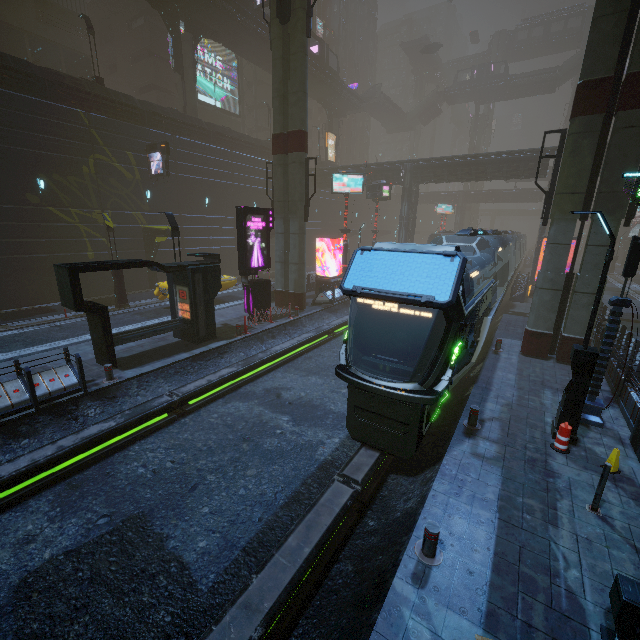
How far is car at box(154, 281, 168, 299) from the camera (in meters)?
19.11

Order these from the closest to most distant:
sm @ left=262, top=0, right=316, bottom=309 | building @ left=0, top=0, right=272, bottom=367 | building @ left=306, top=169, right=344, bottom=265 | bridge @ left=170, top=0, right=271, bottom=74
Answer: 1. building @ left=0, top=0, right=272, bottom=367
2. sm @ left=262, top=0, right=316, bottom=309
3. bridge @ left=170, top=0, right=271, bottom=74
4. building @ left=306, top=169, right=344, bottom=265

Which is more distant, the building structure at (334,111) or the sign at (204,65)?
the building structure at (334,111)

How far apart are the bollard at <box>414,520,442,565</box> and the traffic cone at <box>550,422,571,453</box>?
4.6 meters

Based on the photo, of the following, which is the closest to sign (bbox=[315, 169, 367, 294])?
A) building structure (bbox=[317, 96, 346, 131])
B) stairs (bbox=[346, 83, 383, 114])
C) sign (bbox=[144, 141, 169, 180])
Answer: sign (bbox=[144, 141, 169, 180])

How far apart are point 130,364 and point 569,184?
17.70m

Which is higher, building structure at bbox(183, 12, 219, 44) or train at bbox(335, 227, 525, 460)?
building structure at bbox(183, 12, 219, 44)

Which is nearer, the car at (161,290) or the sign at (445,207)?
the car at (161,290)
